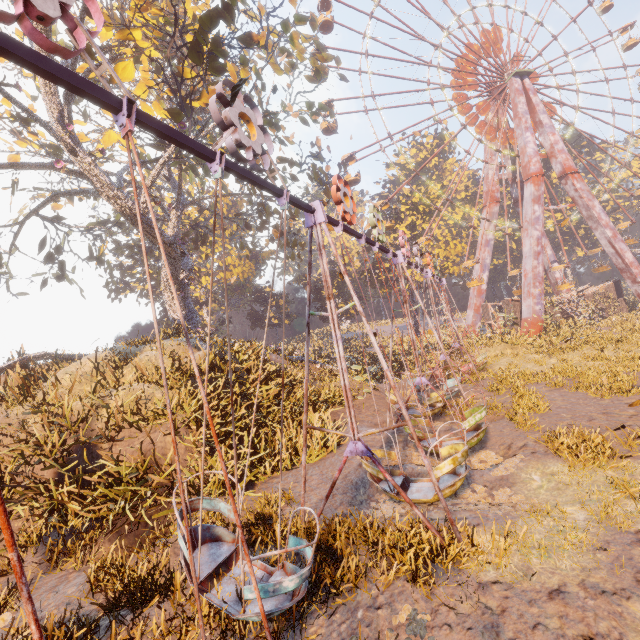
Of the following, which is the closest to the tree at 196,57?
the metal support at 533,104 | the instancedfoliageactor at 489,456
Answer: the instancedfoliageactor at 489,456

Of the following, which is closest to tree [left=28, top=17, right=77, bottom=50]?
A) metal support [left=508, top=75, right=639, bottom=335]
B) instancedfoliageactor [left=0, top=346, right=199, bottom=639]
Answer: instancedfoliageactor [left=0, top=346, right=199, bottom=639]

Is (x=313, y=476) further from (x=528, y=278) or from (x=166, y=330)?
(x=528, y=278)

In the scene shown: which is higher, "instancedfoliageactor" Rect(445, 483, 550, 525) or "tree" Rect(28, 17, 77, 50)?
"tree" Rect(28, 17, 77, 50)

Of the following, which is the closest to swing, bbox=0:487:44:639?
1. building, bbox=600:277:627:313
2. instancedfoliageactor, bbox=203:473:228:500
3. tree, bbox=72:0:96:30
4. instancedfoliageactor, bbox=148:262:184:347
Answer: instancedfoliageactor, bbox=203:473:228:500

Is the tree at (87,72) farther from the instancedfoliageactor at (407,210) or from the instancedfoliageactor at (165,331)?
the instancedfoliageactor at (407,210)

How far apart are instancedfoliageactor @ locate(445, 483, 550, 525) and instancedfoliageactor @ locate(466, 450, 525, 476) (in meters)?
0.38

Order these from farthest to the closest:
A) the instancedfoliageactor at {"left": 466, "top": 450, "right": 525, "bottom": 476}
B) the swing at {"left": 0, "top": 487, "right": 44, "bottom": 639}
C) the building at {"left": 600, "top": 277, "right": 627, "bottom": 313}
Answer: the building at {"left": 600, "top": 277, "right": 627, "bottom": 313}
the instancedfoliageactor at {"left": 466, "top": 450, "right": 525, "bottom": 476}
the swing at {"left": 0, "top": 487, "right": 44, "bottom": 639}
